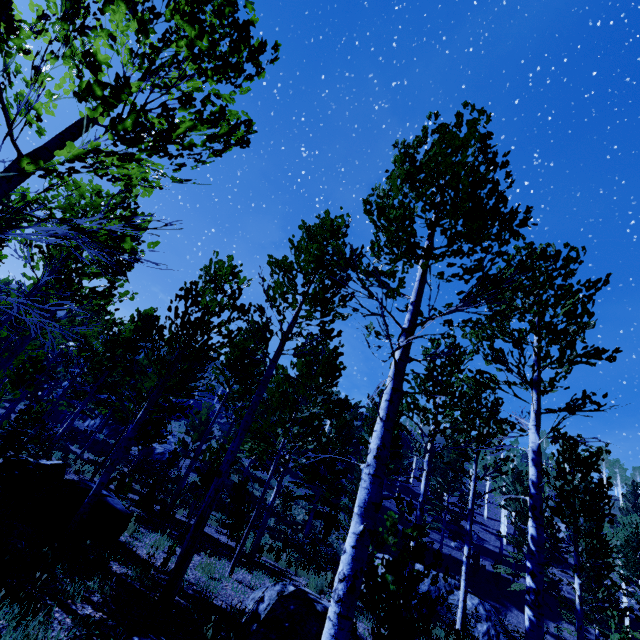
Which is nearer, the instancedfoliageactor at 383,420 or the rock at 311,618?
the instancedfoliageactor at 383,420

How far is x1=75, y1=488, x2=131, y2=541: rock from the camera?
6.4m

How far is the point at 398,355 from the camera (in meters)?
3.54

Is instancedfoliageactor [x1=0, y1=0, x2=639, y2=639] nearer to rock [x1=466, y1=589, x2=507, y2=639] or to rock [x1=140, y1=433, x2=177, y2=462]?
rock [x1=140, y1=433, x2=177, y2=462]

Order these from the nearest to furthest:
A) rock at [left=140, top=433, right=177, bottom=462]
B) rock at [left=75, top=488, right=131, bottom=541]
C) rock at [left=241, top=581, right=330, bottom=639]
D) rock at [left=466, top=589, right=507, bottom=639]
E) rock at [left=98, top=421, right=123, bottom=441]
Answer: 1. rock at [left=241, top=581, right=330, bottom=639]
2. rock at [left=75, top=488, right=131, bottom=541]
3. rock at [left=466, top=589, right=507, bottom=639]
4. rock at [left=140, top=433, right=177, bottom=462]
5. rock at [left=98, top=421, right=123, bottom=441]

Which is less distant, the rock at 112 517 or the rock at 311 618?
the rock at 311 618

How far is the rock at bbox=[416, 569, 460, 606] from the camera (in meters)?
16.45

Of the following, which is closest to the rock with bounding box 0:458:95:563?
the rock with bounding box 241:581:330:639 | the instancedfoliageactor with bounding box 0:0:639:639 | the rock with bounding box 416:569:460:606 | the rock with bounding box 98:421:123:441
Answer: the instancedfoliageactor with bounding box 0:0:639:639
